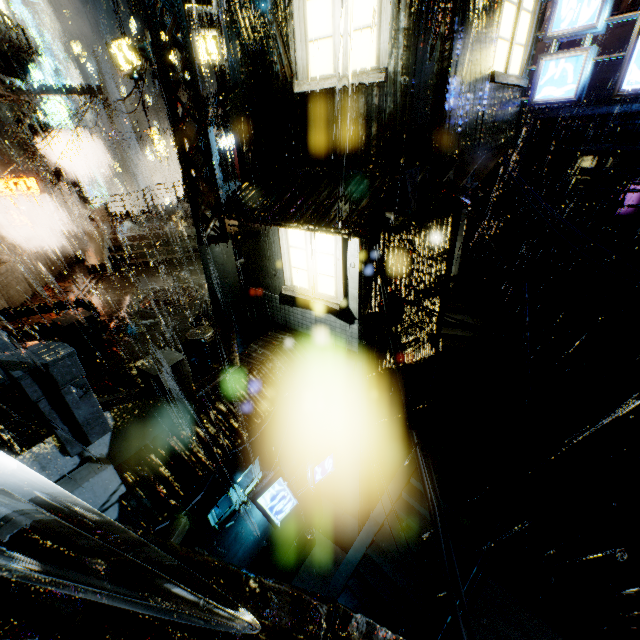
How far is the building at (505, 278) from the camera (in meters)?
21.84

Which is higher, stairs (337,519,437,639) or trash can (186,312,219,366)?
trash can (186,312,219,366)

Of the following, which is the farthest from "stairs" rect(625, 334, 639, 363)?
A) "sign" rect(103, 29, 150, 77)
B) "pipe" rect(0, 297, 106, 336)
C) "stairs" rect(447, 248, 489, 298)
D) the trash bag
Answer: "sign" rect(103, 29, 150, 77)

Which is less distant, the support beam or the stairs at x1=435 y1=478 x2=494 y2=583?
the support beam

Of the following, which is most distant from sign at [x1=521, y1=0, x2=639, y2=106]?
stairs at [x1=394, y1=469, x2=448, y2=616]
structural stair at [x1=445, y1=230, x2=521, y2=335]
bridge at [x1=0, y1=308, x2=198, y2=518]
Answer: stairs at [x1=394, y1=469, x2=448, y2=616]

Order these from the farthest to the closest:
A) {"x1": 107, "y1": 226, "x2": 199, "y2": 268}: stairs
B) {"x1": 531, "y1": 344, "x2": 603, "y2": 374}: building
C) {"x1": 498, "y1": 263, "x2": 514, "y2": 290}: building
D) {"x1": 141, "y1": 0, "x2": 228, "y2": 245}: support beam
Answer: {"x1": 498, "y1": 263, "x2": 514, "y2": 290}: building < {"x1": 531, "y1": 344, "x2": 603, "y2": 374}: building < {"x1": 107, "y1": 226, "x2": 199, "y2": 268}: stairs < {"x1": 141, "y1": 0, "x2": 228, "y2": 245}: support beam

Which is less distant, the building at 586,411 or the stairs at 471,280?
the building at 586,411

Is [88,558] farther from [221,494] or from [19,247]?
[19,247]
